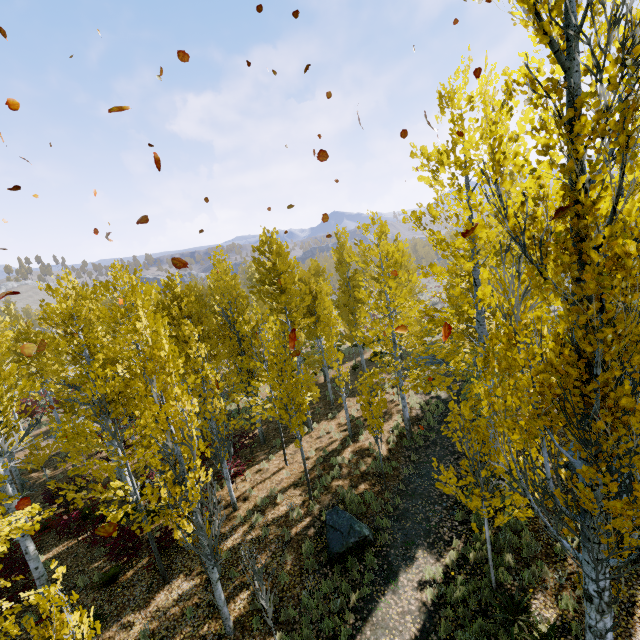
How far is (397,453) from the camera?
13.9 meters

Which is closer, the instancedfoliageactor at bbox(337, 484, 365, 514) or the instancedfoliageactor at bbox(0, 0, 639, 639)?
the instancedfoliageactor at bbox(0, 0, 639, 639)

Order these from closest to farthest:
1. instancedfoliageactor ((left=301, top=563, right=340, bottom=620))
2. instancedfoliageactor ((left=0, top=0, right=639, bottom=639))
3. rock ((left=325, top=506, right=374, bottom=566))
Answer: instancedfoliageactor ((left=0, top=0, right=639, bottom=639)), instancedfoliageactor ((left=301, top=563, right=340, bottom=620)), rock ((left=325, top=506, right=374, bottom=566))

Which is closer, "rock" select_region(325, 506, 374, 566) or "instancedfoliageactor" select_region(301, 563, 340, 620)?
"instancedfoliageactor" select_region(301, 563, 340, 620)

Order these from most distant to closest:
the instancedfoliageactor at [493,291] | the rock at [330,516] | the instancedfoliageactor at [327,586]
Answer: the rock at [330,516] → the instancedfoliageactor at [327,586] → the instancedfoliageactor at [493,291]

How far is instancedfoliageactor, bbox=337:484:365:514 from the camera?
11.1 meters

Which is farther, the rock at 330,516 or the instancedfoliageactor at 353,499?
the instancedfoliageactor at 353,499
